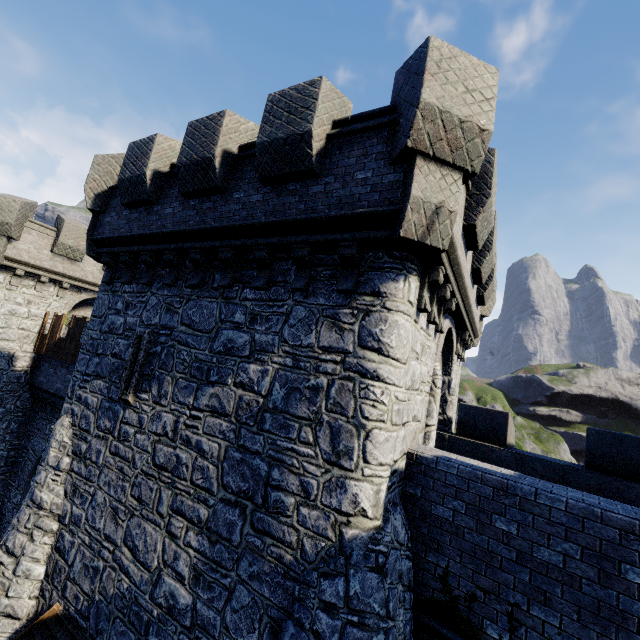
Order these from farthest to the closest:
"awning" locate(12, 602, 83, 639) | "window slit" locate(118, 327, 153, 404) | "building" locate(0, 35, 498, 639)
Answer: "window slit" locate(118, 327, 153, 404)
"awning" locate(12, 602, 83, 639)
"building" locate(0, 35, 498, 639)

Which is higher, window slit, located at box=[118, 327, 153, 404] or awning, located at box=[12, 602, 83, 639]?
window slit, located at box=[118, 327, 153, 404]

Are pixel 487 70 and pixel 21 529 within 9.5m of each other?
no

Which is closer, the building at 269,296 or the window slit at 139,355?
the building at 269,296

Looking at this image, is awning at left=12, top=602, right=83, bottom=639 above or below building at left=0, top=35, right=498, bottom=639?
below

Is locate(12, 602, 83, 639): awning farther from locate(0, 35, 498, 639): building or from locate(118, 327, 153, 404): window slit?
locate(118, 327, 153, 404): window slit

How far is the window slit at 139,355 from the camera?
8.0m

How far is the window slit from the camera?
7.96m
